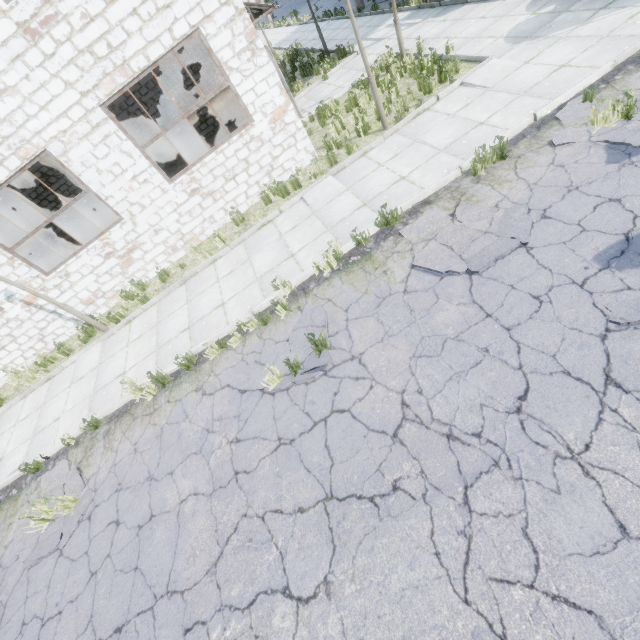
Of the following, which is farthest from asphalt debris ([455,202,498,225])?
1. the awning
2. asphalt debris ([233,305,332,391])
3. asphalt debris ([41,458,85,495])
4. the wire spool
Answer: the wire spool

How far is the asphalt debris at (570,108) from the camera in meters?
5.7 m

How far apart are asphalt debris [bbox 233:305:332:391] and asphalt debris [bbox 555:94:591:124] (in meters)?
5.08

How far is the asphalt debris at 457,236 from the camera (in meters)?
5.23

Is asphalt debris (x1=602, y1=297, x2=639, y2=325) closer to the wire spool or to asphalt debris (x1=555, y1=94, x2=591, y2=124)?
asphalt debris (x1=555, y1=94, x2=591, y2=124)

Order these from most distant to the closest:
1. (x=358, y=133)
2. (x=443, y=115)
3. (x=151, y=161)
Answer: (x=358, y=133)
(x=151, y=161)
(x=443, y=115)

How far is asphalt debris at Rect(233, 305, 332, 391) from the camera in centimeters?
519cm

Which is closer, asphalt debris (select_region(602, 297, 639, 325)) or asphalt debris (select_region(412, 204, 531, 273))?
asphalt debris (select_region(602, 297, 639, 325))
